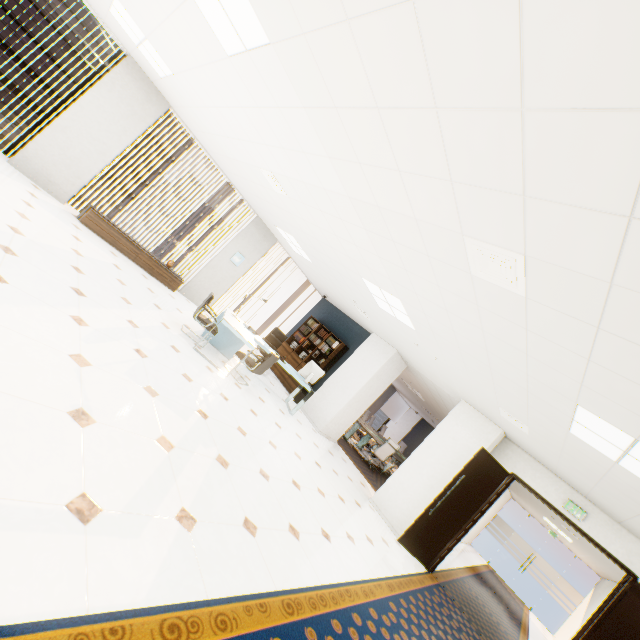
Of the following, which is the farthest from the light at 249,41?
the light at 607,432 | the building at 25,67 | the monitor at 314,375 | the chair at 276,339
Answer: the building at 25,67

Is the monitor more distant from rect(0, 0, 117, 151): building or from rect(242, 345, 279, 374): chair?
rect(0, 0, 117, 151): building

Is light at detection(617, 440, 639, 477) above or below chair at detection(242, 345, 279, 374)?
above

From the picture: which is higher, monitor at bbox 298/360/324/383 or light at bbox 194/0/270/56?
light at bbox 194/0/270/56

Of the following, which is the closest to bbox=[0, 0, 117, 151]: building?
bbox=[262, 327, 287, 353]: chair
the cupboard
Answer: the cupboard

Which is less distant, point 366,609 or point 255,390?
point 366,609

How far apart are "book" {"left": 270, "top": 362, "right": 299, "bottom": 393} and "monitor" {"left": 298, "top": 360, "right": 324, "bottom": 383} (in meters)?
1.49

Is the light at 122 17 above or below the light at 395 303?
below
